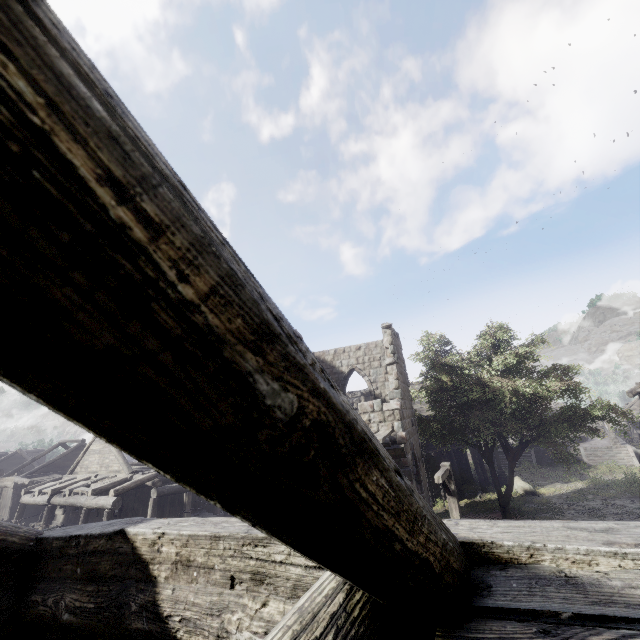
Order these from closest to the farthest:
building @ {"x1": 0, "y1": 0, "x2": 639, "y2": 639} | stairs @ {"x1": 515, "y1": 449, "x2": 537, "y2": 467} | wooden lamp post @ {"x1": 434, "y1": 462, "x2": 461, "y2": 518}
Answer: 1. building @ {"x1": 0, "y1": 0, "x2": 639, "y2": 639}
2. wooden lamp post @ {"x1": 434, "y1": 462, "x2": 461, "y2": 518}
3. stairs @ {"x1": 515, "y1": 449, "x2": 537, "y2": 467}

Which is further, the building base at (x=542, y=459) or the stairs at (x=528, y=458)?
the building base at (x=542, y=459)

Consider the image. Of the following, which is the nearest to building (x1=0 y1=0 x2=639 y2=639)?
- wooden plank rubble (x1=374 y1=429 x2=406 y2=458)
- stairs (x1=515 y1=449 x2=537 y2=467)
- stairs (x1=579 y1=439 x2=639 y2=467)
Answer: wooden plank rubble (x1=374 y1=429 x2=406 y2=458)

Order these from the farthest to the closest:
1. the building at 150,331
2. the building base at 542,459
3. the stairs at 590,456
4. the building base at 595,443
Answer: the building base at 542,459, the building base at 595,443, the stairs at 590,456, the building at 150,331

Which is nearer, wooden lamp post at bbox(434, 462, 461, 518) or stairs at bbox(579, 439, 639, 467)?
wooden lamp post at bbox(434, 462, 461, 518)

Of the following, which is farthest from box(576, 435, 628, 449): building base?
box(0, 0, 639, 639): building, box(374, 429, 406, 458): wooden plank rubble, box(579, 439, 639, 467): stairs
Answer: box(374, 429, 406, 458): wooden plank rubble

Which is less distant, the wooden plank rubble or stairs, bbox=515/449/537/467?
the wooden plank rubble

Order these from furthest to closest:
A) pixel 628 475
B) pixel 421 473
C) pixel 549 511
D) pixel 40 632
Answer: pixel 628 475 → pixel 549 511 → pixel 421 473 → pixel 40 632
